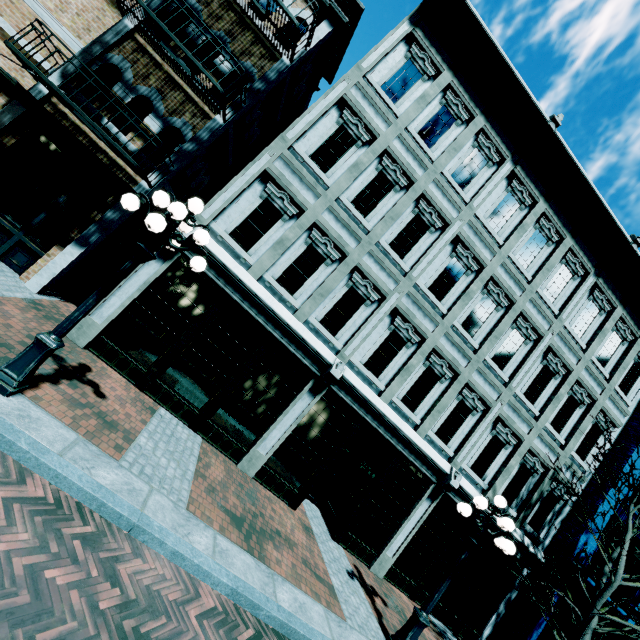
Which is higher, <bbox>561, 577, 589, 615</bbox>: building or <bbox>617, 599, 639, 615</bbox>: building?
<bbox>617, 599, 639, 615</bbox>: building

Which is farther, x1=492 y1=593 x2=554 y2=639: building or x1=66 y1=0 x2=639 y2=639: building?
x1=492 y1=593 x2=554 y2=639: building

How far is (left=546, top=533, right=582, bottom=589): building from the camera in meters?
10.2 m

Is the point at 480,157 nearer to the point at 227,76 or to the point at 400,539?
the point at 227,76

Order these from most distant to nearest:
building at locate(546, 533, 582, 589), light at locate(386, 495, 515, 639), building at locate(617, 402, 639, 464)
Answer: building at locate(617, 402, 639, 464) < building at locate(546, 533, 582, 589) < light at locate(386, 495, 515, 639)

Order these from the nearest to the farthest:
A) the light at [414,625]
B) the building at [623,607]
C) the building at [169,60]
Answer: the light at [414,625] < the building at [169,60] < the building at [623,607]

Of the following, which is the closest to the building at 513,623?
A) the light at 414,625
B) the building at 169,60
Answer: the light at 414,625
